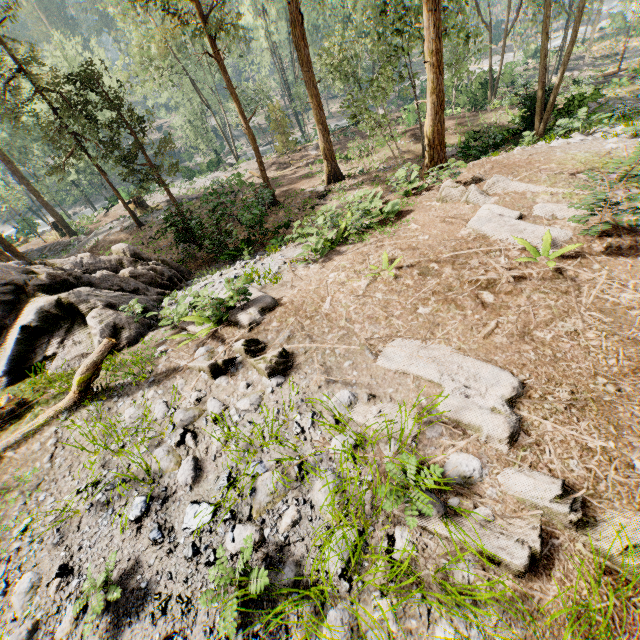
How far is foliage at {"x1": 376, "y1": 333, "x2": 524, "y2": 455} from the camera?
3.9 meters

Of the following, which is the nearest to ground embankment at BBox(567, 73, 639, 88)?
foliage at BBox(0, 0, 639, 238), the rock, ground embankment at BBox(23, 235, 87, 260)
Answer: foliage at BBox(0, 0, 639, 238)

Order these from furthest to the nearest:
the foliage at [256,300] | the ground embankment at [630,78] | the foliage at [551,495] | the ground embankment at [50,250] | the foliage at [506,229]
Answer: the ground embankment at [50,250] < the ground embankment at [630,78] < the foliage at [256,300] < the foliage at [506,229] < the foliage at [551,495]

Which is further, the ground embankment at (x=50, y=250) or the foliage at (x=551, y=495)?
the ground embankment at (x=50, y=250)

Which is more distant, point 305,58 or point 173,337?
point 305,58

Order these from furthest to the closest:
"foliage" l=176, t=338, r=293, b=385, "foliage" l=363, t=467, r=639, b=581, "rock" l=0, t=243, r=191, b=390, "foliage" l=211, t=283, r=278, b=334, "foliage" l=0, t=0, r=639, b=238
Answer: "foliage" l=0, t=0, r=639, b=238 < "rock" l=0, t=243, r=191, b=390 < "foliage" l=211, t=283, r=278, b=334 < "foliage" l=176, t=338, r=293, b=385 < "foliage" l=363, t=467, r=639, b=581

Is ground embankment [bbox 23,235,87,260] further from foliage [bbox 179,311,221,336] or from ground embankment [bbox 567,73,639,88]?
ground embankment [bbox 567,73,639,88]
